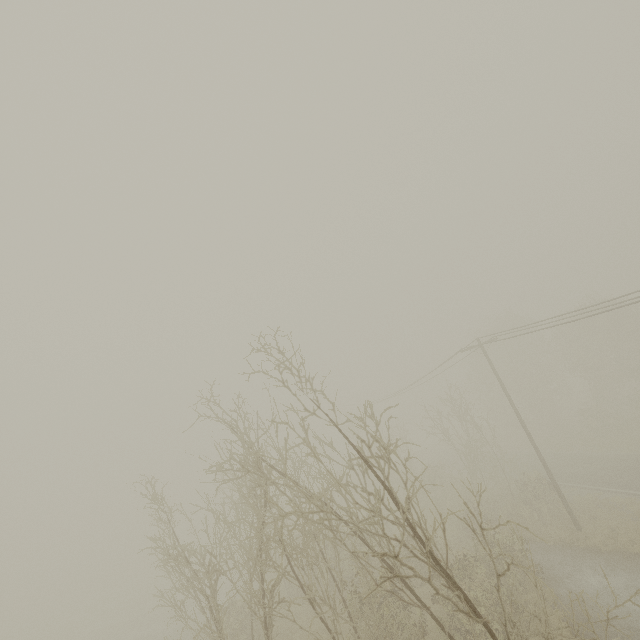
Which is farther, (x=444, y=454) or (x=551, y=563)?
(x=444, y=454)
